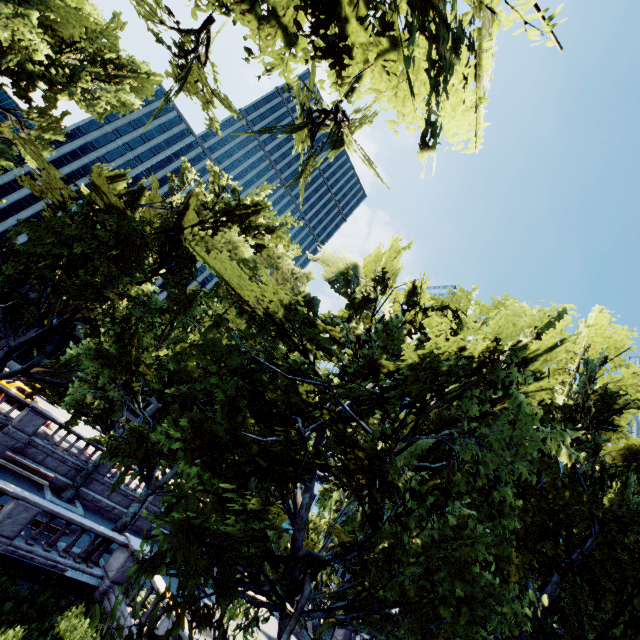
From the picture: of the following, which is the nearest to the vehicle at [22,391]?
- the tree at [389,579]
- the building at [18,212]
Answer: the tree at [389,579]

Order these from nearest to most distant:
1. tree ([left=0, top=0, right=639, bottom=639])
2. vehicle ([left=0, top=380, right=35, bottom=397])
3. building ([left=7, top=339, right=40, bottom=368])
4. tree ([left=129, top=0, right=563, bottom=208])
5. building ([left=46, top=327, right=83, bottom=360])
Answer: tree ([left=129, top=0, right=563, bottom=208]) < tree ([left=0, top=0, right=639, bottom=639]) < vehicle ([left=0, top=380, right=35, bottom=397]) < building ([left=7, top=339, right=40, bottom=368]) < building ([left=46, top=327, right=83, bottom=360])

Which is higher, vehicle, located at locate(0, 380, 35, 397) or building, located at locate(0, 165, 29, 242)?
building, located at locate(0, 165, 29, 242)

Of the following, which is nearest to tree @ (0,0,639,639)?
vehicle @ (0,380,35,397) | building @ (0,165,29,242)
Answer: vehicle @ (0,380,35,397)

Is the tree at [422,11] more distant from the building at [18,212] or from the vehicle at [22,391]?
the building at [18,212]

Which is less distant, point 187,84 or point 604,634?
point 604,634

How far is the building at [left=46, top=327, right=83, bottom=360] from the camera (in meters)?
45.19
